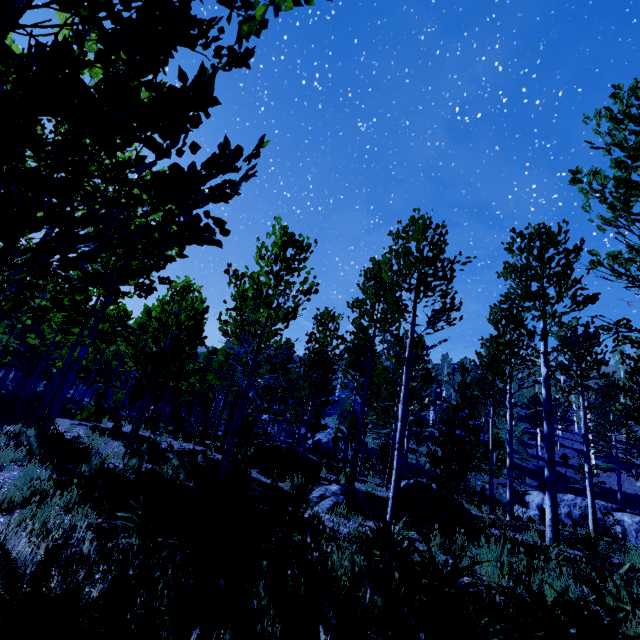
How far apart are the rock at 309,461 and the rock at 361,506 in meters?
3.4

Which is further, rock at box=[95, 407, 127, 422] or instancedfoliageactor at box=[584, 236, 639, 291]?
rock at box=[95, 407, 127, 422]

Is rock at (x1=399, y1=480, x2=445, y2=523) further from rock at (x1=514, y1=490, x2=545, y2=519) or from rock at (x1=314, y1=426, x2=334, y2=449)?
rock at (x1=314, y1=426, x2=334, y2=449)

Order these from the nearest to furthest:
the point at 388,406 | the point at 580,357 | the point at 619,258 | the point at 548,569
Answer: the point at 619,258 < the point at 548,569 < the point at 388,406 < the point at 580,357

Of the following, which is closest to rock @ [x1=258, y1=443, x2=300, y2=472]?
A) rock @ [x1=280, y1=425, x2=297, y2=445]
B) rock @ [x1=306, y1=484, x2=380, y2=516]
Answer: rock @ [x1=306, y1=484, x2=380, y2=516]

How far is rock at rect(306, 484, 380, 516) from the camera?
7.3m

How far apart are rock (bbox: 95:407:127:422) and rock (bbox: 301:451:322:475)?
13.4m

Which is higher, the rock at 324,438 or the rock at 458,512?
the rock at 324,438
